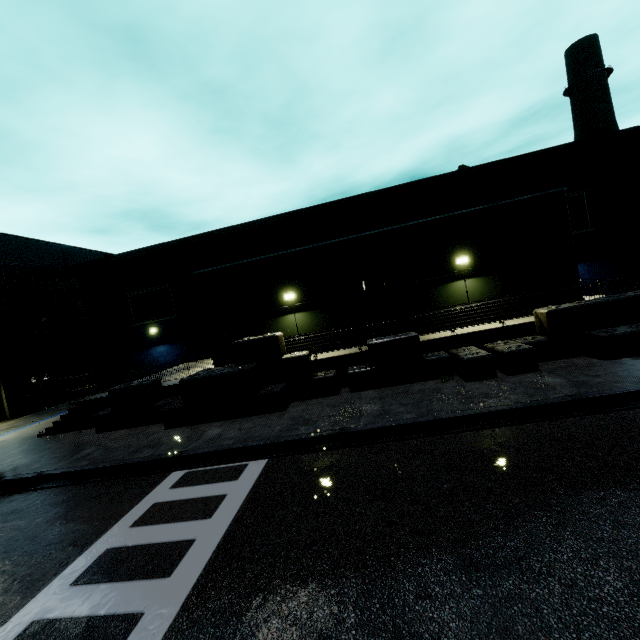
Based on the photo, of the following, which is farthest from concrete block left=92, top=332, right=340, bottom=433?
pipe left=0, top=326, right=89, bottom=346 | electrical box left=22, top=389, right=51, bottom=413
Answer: electrical box left=22, top=389, right=51, bottom=413

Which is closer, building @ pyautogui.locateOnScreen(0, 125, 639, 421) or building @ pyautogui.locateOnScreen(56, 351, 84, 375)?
building @ pyautogui.locateOnScreen(0, 125, 639, 421)

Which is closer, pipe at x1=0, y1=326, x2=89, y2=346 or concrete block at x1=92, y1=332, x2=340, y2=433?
concrete block at x1=92, y1=332, x2=340, y2=433

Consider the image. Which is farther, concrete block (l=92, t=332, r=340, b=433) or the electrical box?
the electrical box

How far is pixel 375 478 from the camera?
6.8m

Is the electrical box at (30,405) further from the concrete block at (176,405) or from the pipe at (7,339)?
the concrete block at (176,405)

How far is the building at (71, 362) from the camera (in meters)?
29.83

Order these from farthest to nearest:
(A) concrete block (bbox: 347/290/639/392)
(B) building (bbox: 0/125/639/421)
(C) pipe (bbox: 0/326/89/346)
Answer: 1. (C) pipe (bbox: 0/326/89/346)
2. (B) building (bbox: 0/125/639/421)
3. (A) concrete block (bbox: 347/290/639/392)
